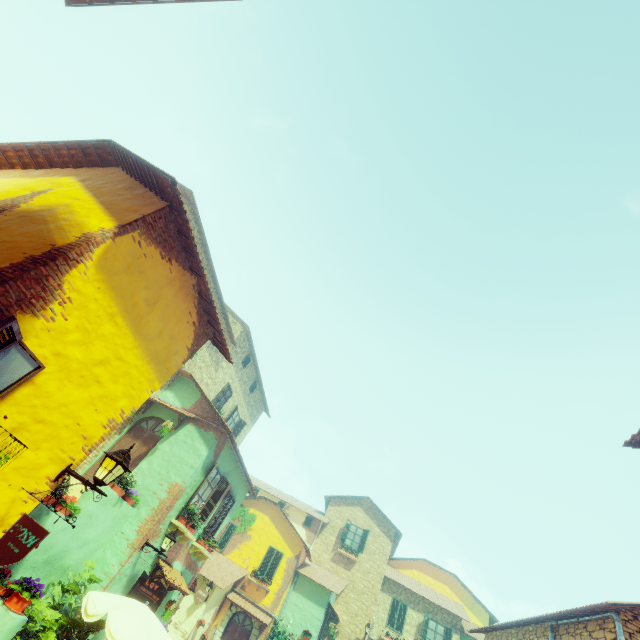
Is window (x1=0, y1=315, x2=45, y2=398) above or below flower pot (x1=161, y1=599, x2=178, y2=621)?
above

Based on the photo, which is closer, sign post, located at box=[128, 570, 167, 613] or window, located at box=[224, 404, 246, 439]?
sign post, located at box=[128, 570, 167, 613]

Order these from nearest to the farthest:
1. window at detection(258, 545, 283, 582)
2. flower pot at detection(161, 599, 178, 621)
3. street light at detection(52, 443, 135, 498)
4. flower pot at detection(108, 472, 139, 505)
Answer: street light at detection(52, 443, 135, 498) → flower pot at detection(108, 472, 139, 505) → flower pot at detection(161, 599, 178, 621) → window at detection(258, 545, 283, 582)

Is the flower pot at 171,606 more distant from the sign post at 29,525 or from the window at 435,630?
the window at 435,630

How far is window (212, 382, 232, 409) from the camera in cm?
1745

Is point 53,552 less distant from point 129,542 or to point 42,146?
point 129,542

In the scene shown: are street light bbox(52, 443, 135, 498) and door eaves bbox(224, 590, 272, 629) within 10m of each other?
no

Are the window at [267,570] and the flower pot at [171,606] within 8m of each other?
no
